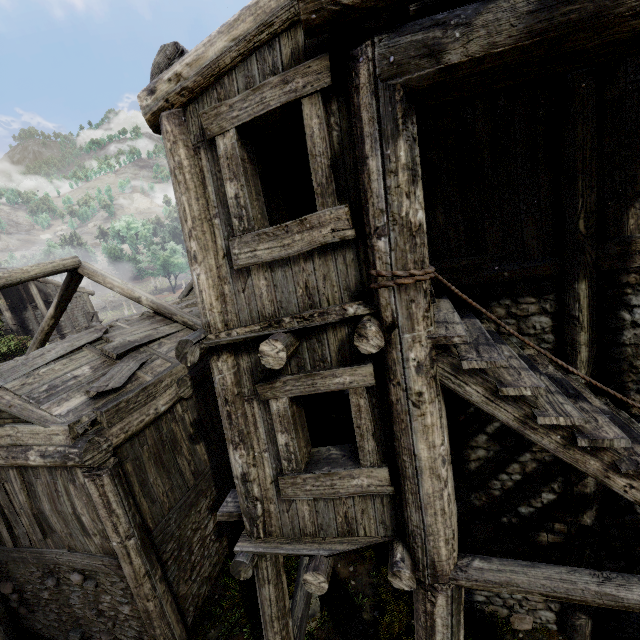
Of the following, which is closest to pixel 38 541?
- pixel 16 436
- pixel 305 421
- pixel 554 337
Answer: pixel 16 436
